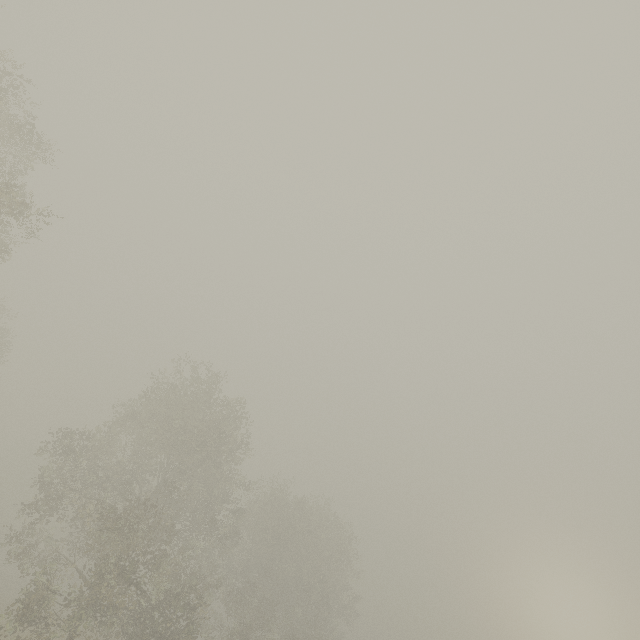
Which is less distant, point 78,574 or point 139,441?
point 139,441
